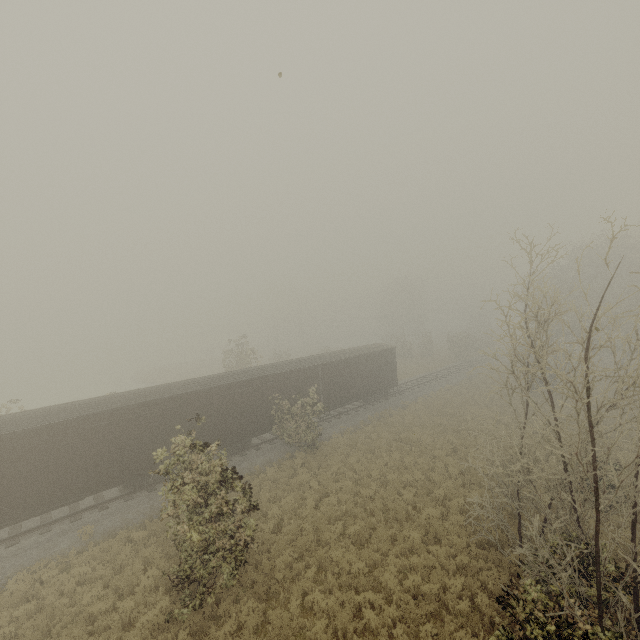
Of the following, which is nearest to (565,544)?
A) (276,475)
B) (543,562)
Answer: (543,562)

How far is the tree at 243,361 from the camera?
32.3m

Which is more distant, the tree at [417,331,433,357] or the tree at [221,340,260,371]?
the tree at [417,331,433,357]

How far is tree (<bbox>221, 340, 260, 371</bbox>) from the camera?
32.31m

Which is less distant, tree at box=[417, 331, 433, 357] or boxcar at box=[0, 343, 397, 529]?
boxcar at box=[0, 343, 397, 529]

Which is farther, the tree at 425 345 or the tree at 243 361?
the tree at 425 345
